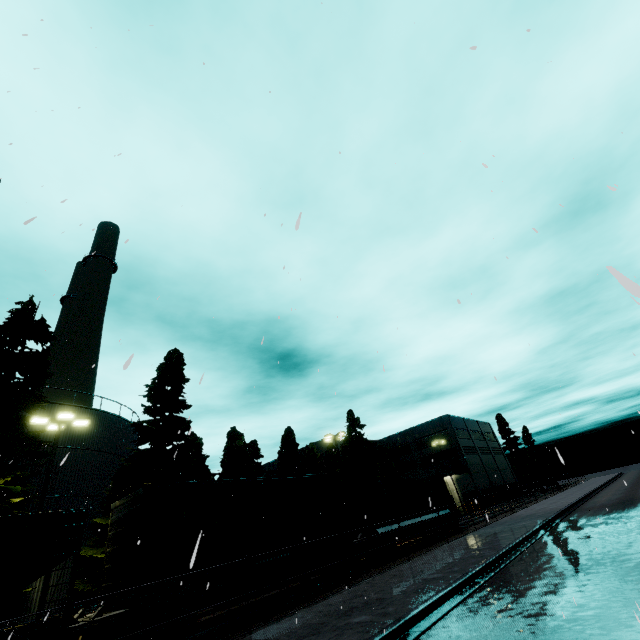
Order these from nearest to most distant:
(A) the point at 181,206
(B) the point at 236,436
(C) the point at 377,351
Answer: (A) the point at 181,206 → (C) the point at 377,351 → (B) the point at 236,436

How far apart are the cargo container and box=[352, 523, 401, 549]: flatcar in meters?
0.0

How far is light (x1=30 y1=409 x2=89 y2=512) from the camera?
15.21m

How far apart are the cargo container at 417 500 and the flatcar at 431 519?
0.0m

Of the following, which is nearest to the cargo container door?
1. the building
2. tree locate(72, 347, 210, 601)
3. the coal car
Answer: tree locate(72, 347, 210, 601)

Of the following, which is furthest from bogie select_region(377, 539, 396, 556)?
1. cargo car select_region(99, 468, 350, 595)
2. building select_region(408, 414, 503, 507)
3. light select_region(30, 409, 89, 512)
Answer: building select_region(408, 414, 503, 507)

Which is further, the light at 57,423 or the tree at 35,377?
the tree at 35,377
